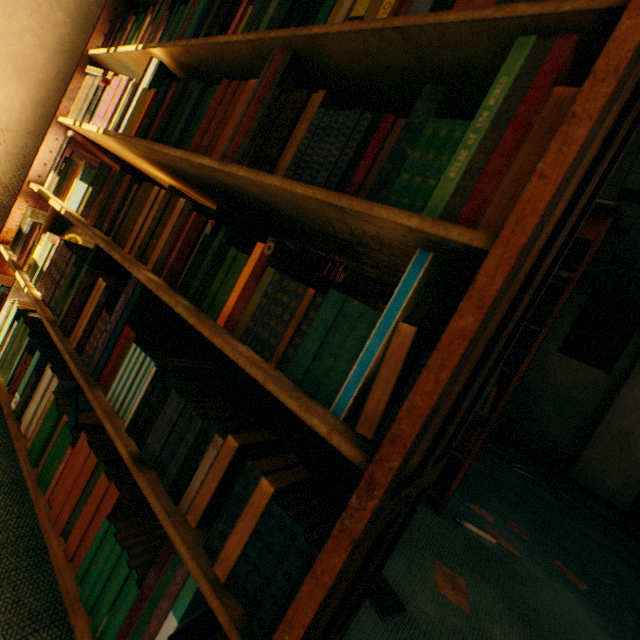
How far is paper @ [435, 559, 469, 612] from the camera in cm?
141

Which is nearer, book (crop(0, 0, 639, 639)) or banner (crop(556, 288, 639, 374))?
book (crop(0, 0, 639, 639))

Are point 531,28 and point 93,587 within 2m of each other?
yes

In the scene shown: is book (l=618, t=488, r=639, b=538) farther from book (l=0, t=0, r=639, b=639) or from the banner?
book (l=0, t=0, r=639, b=639)

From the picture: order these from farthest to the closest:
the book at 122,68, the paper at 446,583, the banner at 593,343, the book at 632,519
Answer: the banner at 593,343, the book at 632,519, the paper at 446,583, the book at 122,68

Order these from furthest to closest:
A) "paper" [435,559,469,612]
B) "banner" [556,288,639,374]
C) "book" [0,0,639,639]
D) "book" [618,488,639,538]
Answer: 1. "banner" [556,288,639,374]
2. "book" [618,488,639,538]
3. "paper" [435,559,469,612]
4. "book" [0,0,639,639]

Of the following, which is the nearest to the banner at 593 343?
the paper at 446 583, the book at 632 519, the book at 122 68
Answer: the book at 632 519

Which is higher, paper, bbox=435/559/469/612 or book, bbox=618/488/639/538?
book, bbox=618/488/639/538
